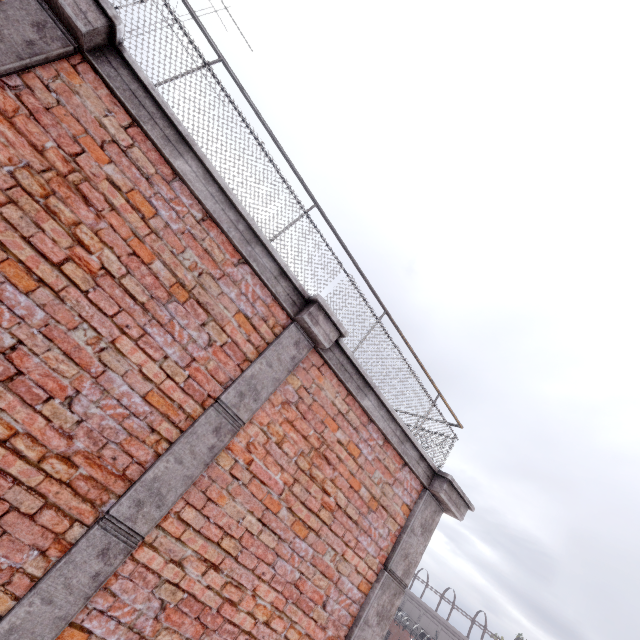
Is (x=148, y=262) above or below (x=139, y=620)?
above
